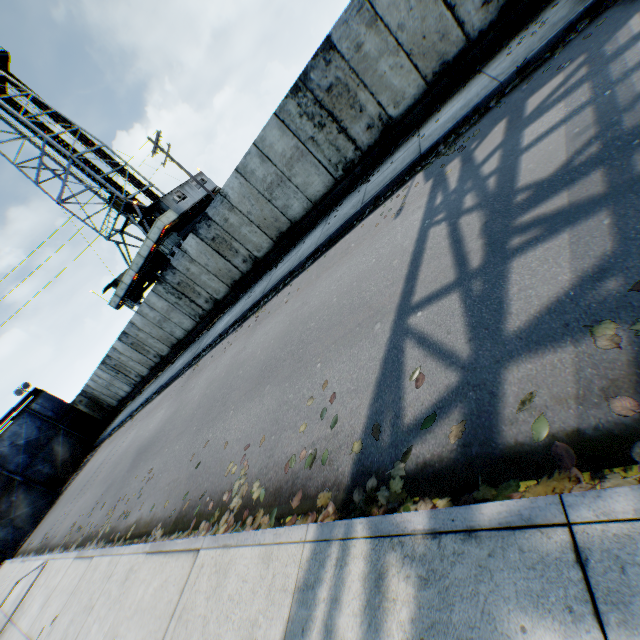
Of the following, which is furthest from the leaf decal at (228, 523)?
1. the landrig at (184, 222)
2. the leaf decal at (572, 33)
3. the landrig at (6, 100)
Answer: the landrig at (6, 100)

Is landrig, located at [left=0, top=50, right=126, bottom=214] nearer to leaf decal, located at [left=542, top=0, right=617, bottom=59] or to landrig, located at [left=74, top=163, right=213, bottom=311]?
landrig, located at [left=74, top=163, right=213, bottom=311]

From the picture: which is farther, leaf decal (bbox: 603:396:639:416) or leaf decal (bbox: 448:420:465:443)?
leaf decal (bbox: 448:420:465:443)

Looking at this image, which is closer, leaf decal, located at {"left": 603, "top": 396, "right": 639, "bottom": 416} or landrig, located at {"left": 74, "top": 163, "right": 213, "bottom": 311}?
leaf decal, located at {"left": 603, "top": 396, "right": 639, "bottom": 416}

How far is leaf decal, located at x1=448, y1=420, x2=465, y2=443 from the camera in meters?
2.3

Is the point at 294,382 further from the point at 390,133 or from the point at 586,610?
the point at 390,133

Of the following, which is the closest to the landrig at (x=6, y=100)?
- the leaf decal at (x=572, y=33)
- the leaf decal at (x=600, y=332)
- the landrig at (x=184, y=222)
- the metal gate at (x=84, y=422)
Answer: the landrig at (x=184, y=222)

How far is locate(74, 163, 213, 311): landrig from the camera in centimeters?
2542cm
